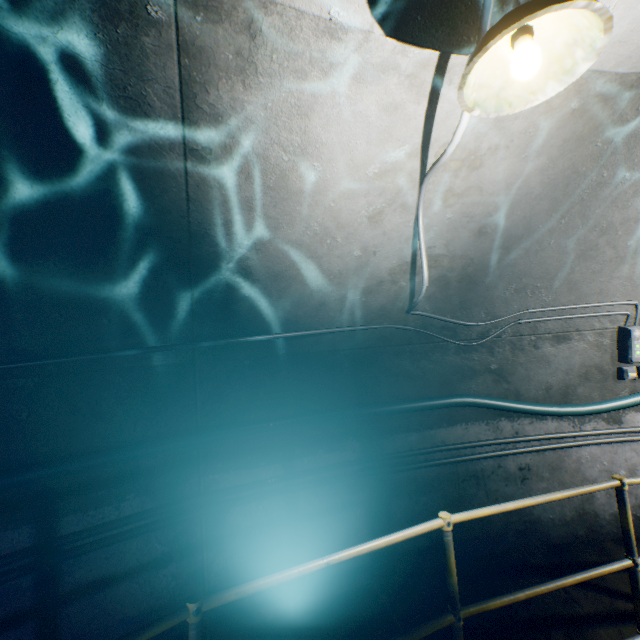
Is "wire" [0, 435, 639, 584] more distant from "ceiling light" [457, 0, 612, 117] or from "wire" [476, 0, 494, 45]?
"ceiling light" [457, 0, 612, 117]

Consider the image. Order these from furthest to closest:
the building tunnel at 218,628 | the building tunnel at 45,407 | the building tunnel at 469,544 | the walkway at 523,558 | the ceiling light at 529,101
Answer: the building tunnel at 469,544, the building tunnel at 218,628, the building tunnel at 45,407, the walkway at 523,558, the ceiling light at 529,101

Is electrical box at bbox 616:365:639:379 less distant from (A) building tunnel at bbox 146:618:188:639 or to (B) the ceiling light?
(A) building tunnel at bbox 146:618:188:639

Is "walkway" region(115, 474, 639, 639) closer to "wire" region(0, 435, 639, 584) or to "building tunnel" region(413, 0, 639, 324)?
"building tunnel" region(413, 0, 639, 324)

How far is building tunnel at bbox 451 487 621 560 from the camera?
3.34m

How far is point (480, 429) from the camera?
3.5m

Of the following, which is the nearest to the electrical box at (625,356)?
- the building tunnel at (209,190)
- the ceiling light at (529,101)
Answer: the building tunnel at (209,190)

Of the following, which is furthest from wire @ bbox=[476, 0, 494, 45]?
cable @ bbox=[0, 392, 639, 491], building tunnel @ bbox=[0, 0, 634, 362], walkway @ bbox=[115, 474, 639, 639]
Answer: walkway @ bbox=[115, 474, 639, 639]
